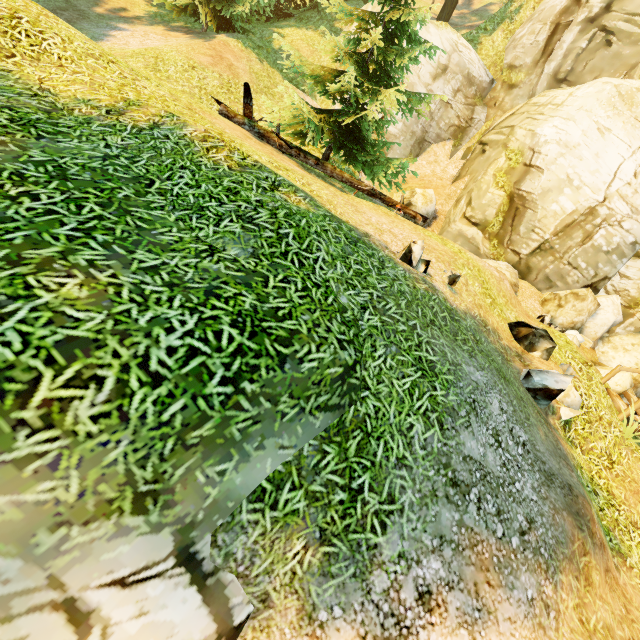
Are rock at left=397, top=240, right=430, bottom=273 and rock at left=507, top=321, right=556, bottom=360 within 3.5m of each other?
yes

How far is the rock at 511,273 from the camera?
11.6 meters

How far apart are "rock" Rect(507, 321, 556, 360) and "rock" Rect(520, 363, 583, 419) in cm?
51

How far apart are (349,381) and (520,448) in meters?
2.6

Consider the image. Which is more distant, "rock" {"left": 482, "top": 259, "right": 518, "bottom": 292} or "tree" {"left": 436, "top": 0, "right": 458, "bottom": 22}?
"tree" {"left": 436, "top": 0, "right": 458, "bottom": 22}

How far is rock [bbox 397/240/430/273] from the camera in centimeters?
537cm

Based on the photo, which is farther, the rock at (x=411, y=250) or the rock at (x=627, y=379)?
the rock at (x=627, y=379)

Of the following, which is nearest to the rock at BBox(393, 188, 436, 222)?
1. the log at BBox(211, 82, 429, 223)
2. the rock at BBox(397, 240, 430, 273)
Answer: the log at BBox(211, 82, 429, 223)
